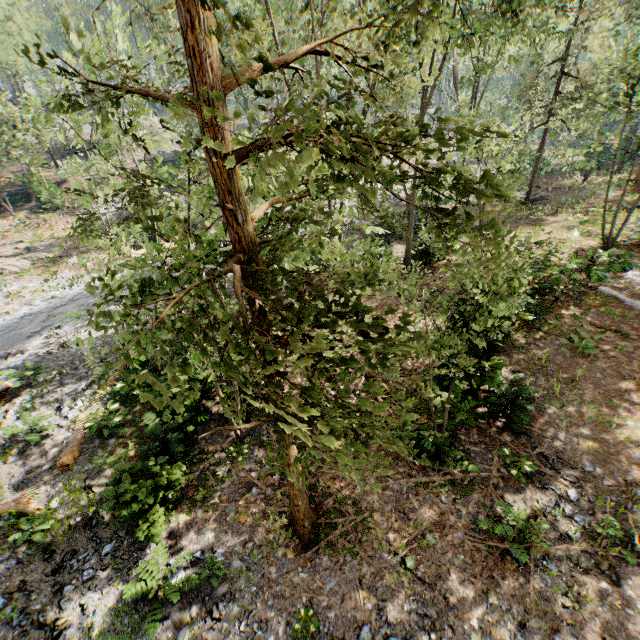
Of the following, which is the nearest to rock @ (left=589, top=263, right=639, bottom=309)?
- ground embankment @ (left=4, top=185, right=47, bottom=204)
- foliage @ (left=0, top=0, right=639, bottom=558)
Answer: foliage @ (left=0, top=0, right=639, bottom=558)

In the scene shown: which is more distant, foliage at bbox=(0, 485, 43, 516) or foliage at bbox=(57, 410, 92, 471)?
foliage at bbox=(57, 410, 92, 471)

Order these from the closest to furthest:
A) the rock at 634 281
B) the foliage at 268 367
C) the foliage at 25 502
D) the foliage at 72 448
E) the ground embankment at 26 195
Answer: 1. the foliage at 268 367
2. the foliage at 25 502
3. the foliage at 72 448
4. the rock at 634 281
5. the ground embankment at 26 195

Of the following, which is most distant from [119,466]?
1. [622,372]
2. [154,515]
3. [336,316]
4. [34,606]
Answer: [622,372]

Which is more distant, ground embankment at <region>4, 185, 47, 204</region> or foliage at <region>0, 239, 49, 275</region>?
ground embankment at <region>4, 185, 47, 204</region>

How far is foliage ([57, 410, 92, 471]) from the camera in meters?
9.5

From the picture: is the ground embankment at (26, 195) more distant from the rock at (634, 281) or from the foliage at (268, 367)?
the rock at (634, 281)
